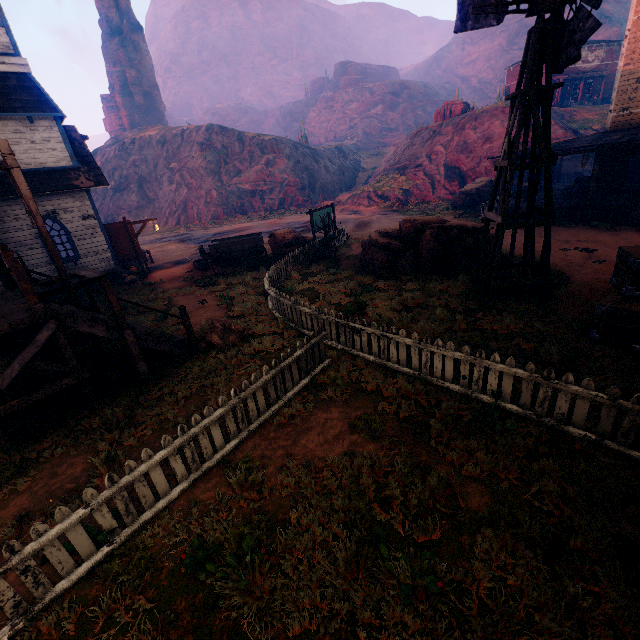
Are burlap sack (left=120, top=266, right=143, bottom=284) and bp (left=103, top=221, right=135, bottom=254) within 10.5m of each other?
yes

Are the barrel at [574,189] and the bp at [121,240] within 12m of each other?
no

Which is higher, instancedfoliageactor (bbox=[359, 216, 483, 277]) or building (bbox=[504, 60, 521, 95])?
building (bbox=[504, 60, 521, 95])

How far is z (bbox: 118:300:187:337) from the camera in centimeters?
1053cm

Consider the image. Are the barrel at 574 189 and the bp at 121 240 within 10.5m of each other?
no

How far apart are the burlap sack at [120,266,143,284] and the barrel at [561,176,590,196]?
25.16m

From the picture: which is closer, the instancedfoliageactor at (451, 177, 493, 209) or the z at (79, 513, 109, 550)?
the z at (79, 513, 109, 550)

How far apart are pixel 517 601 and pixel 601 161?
23.6m
